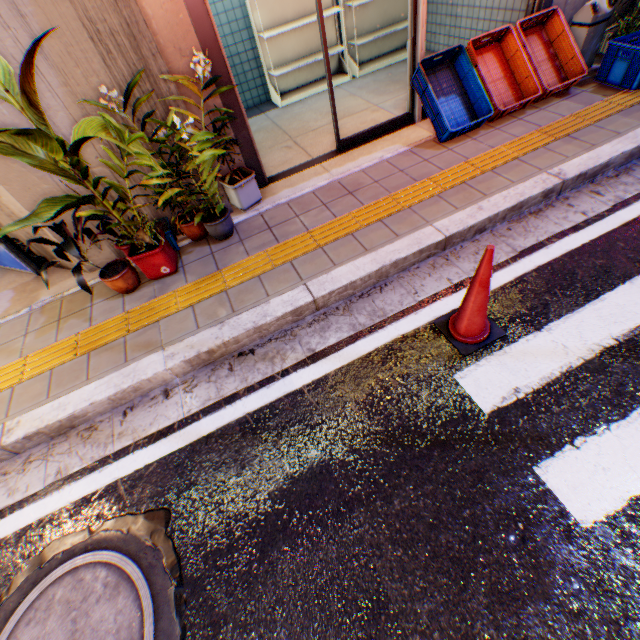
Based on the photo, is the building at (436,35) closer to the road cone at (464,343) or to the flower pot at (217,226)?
the flower pot at (217,226)

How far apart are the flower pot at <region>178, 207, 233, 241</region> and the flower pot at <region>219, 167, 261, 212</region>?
0.2 meters

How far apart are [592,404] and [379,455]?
1.4 meters

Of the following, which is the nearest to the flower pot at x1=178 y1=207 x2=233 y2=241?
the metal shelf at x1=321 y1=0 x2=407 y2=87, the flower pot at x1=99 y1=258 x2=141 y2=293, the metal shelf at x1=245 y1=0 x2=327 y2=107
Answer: the flower pot at x1=99 y1=258 x2=141 y2=293

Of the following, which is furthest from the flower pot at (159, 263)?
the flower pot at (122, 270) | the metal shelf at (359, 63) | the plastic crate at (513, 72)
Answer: the metal shelf at (359, 63)

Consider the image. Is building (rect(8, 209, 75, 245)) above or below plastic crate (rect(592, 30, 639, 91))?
above

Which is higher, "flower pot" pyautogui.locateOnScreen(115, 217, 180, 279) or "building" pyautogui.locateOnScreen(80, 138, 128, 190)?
"building" pyautogui.locateOnScreen(80, 138, 128, 190)

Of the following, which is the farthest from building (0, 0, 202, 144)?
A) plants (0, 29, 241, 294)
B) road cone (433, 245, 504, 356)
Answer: road cone (433, 245, 504, 356)
